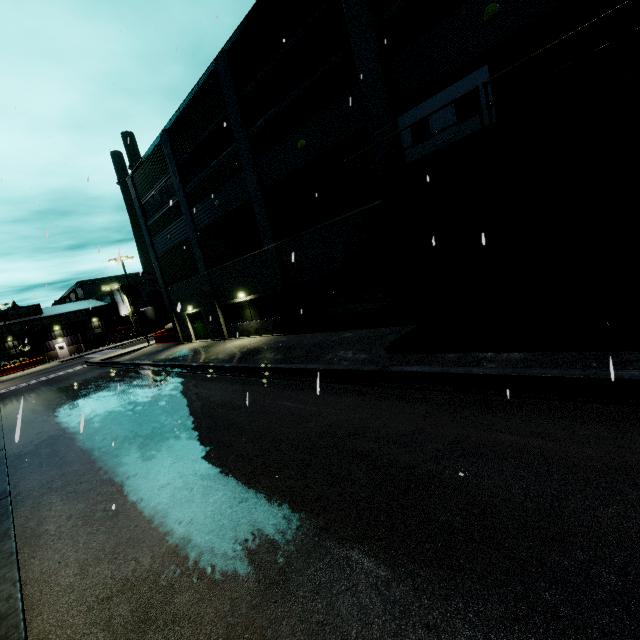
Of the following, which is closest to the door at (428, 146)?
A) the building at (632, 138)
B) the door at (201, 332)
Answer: the building at (632, 138)

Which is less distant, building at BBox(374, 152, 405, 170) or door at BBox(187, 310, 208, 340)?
building at BBox(374, 152, 405, 170)

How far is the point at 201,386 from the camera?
12.22m

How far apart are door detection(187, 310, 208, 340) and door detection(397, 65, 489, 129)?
19.3m

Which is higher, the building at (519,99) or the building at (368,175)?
the building at (368,175)

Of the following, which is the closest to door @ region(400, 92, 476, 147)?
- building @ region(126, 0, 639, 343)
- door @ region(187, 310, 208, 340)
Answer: building @ region(126, 0, 639, 343)

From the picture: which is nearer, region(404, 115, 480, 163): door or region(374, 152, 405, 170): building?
region(404, 115, 480, 163): door

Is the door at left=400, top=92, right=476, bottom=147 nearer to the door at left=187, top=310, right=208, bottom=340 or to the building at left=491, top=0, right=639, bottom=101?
the building at left=491, top=0, right=639, bottom=101
